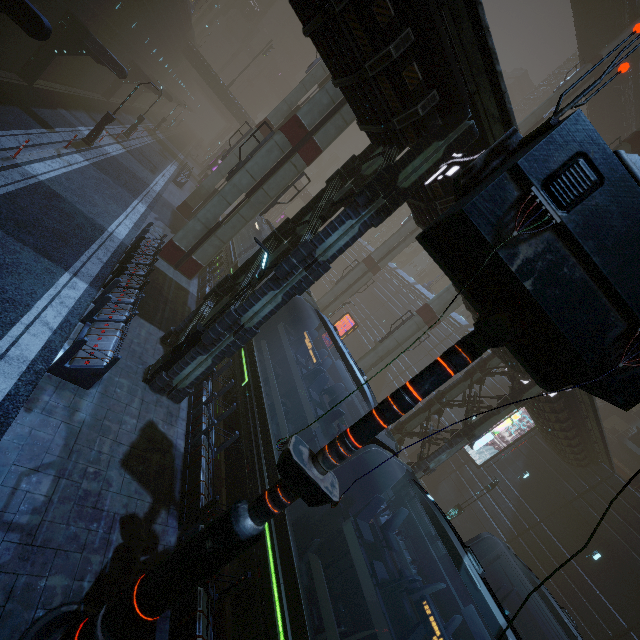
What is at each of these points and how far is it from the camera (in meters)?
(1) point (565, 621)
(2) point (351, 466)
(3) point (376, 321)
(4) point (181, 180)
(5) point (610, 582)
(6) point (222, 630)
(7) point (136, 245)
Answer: (1) train, 9.14
(2) train, 7.93
(3) building, 46.50
(4) building, 33.34
(5) building, 19.61
(6) train rail, 7.86
(7) building, 13.31

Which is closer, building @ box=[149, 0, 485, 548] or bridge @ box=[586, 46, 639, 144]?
building @ box=[149, 0, 485, 548]

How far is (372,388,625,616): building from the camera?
17.1 meters

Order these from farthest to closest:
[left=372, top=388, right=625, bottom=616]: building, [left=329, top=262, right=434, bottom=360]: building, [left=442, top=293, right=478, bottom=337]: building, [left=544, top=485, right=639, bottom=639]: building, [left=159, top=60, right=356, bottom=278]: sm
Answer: [left=329, top=262, right=434, bottom=360]: building → [left=544, top=485, right=639, bottom=639]: building → [left=372, top=388, right=625, bottom=616]: building → [left=159, top=60, right=356, bottom=278]: sm → [left=442, top=293, right=478, bottom=337]: building

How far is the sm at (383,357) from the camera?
24.3m

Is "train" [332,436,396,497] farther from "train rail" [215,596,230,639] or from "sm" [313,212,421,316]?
"sm" [313,212,421,316]

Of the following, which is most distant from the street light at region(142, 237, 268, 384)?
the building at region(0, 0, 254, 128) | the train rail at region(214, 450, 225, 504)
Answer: the train rail at region(214, 450, 225, 504)

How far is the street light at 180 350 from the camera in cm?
940
